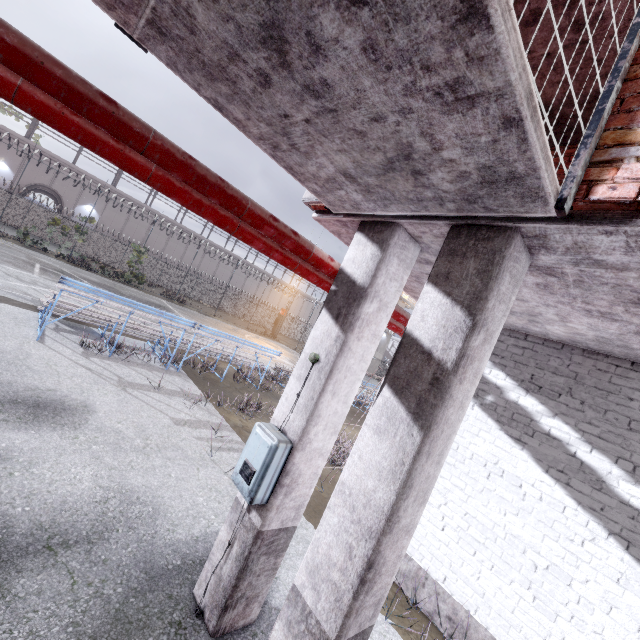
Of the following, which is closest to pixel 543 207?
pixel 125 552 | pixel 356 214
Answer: pixel 356 214

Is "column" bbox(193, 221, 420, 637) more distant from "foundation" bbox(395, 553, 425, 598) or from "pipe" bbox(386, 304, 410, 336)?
"foundation" bbox(395, 553, 425, 598)

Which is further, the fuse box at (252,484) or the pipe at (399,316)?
the pipe at (399,316)

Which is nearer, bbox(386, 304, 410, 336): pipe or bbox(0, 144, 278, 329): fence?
bbox(386, 304, 410, 336): pipe

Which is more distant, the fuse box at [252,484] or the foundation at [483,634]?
the foundation at [483,634]

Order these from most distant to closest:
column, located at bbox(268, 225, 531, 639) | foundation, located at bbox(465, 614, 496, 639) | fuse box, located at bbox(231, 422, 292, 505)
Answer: foundation, located at bbox(465, 614, 496, 639)
fuse box, located at bbox(231, 422, 292, 505)
column, located at bbox(268, 225, 531, 639)

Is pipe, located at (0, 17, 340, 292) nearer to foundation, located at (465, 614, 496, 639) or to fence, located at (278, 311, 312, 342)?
fence, located at (278, 311, 312, 342)

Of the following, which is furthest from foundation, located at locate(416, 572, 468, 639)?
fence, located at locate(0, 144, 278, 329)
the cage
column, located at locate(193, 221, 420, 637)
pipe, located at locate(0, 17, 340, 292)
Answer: the cage
